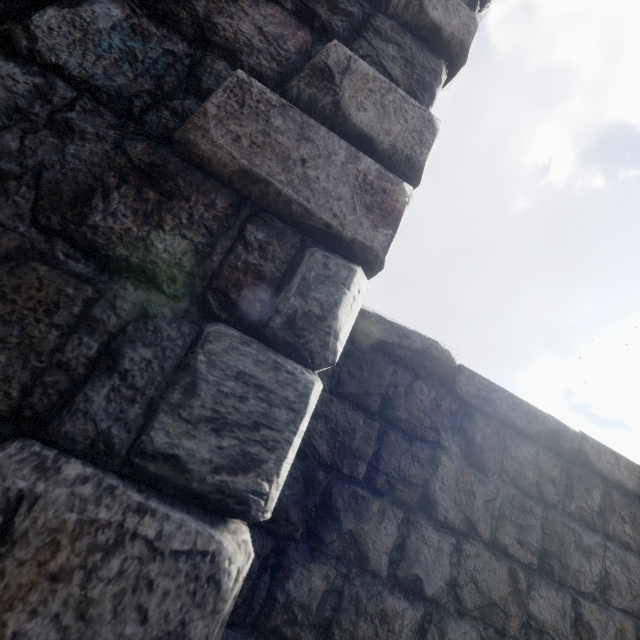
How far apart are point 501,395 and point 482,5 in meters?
2.5 m
